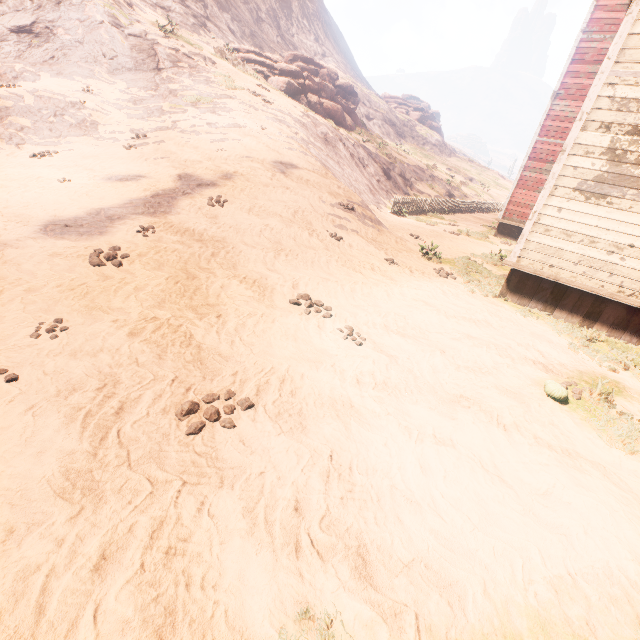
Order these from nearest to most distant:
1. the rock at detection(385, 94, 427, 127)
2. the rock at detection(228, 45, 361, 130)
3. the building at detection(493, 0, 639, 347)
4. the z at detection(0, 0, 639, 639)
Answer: the z at detection(0, 0, 639, 639) < the building at detection(493, 0, 639, 347) < the rock at detection(228, 45, 361, 130) < the rock at detection(385, 94, 427, 127)

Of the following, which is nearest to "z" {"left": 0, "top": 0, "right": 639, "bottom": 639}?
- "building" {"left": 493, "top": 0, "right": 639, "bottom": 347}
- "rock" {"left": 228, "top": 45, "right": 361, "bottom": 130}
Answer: "building" {"left": 493, "top": 0, "right": 639, "bottom": 347}

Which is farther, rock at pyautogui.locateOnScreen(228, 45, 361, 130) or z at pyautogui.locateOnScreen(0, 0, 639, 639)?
rock at pyautogui.locateOnScreen(228, 45, 361, 130)

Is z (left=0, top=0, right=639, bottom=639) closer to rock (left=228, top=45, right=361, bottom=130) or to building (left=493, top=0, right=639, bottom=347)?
building (left=493, top=0, right=639, bottom=347)

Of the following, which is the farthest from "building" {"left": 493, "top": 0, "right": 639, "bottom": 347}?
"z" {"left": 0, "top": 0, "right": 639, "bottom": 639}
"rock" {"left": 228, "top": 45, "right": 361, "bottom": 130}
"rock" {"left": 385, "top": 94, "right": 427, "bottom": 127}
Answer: "rock" {"left": 385, "top": 94, "right": 427, "bottom": 127}

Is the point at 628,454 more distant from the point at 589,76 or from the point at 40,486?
the point at 589,76

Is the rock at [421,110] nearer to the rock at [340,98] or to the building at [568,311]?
the rock at [340,98]

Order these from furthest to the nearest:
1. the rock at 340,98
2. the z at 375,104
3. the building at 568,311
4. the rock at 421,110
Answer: the rock at 421,110 < the rock at 340,98 < the building at 568,311 < the z at 375,104
